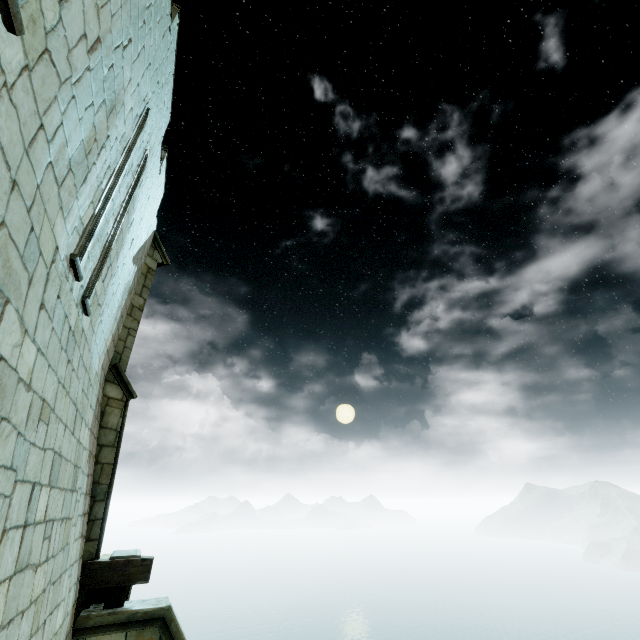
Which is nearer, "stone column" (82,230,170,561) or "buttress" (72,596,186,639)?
"buttress" (72,596,186,639)

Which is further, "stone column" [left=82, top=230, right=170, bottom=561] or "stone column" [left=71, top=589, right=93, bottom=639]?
"stone column" [left=82, top=230, right=170, bottom=561]

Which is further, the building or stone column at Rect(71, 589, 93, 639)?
stone column at Rect(71, 589, 93, 639)

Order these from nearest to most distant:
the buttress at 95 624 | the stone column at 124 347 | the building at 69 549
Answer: the building at 69 549 < the buttress at 95 624 < the stone column at 124 347

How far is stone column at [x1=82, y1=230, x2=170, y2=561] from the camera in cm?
683

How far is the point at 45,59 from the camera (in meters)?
2.40

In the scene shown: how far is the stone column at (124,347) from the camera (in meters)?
6.83
